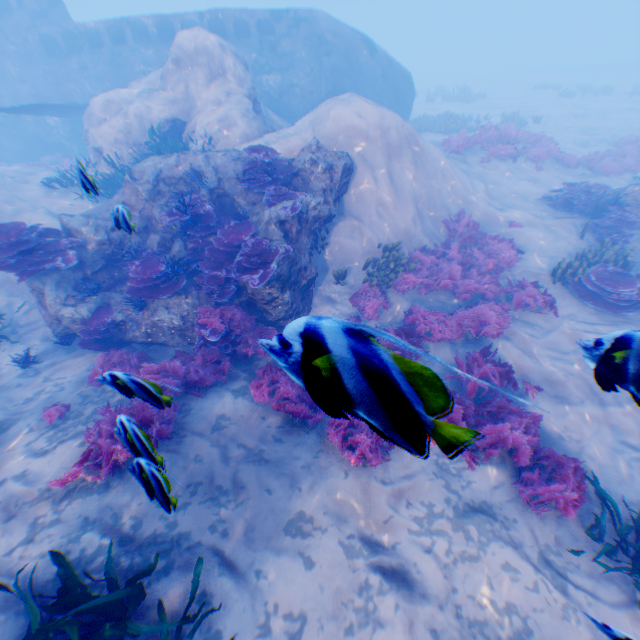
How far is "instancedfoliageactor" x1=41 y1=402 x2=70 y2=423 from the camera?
5.79m

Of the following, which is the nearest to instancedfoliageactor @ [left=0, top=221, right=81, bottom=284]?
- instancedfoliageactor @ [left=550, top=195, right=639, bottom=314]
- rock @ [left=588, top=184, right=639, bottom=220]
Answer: instancedfoliageactor @ [left=550, top=195, right=639, bottom=314]

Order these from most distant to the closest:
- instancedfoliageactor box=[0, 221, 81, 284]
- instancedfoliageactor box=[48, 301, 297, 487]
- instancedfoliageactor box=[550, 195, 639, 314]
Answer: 1. instancedfoliageactor box=[550, 195, 639, 314]
2. instancedfoliageactor box=[0, 221, 81, 284]
3. instancedfoliageactor box=[48, 301, 297, 487]

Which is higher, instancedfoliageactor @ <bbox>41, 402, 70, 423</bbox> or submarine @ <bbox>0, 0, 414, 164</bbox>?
submarine @ <bbox>0, 0, 414, 164</bbox>

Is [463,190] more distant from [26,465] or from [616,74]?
[616,74]

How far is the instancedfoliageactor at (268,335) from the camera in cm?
280

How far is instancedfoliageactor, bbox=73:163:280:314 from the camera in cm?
727

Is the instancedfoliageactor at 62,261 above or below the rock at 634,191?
above
